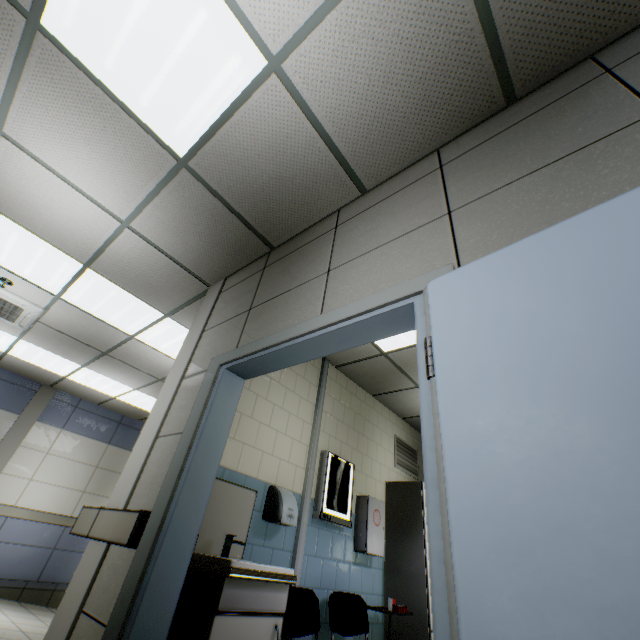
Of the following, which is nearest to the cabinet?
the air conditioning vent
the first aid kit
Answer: the first aid kit

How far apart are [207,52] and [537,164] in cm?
190

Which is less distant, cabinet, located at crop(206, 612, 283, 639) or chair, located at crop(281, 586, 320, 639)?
cabinet, located at crop(206, 612, 283, 639)

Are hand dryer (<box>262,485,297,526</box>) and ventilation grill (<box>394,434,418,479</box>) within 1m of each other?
no

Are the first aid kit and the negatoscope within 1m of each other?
yes

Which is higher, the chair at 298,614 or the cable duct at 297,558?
the cable duct at 297,558

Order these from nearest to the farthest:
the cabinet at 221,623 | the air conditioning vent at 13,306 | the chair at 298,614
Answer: the cabinet at 221,623
the chair at 298,614
the air conditioning vent at 13,306

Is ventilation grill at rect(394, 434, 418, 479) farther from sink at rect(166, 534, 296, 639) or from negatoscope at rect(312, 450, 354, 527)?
sink at rect(166, 534, 296, 639)
